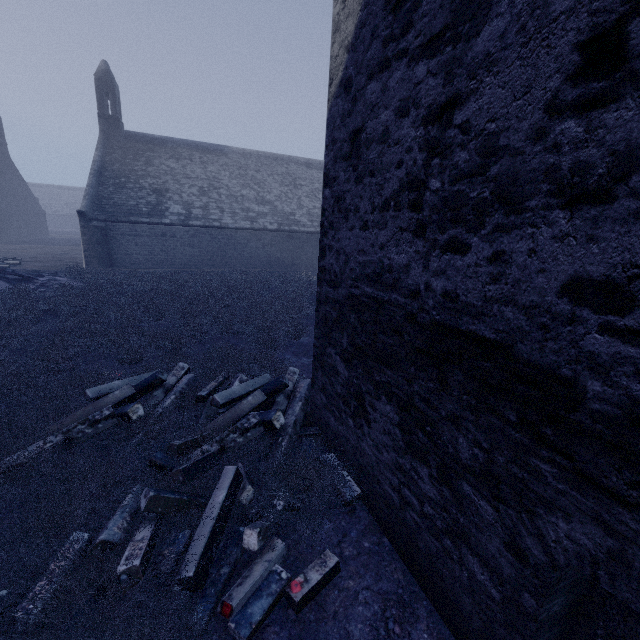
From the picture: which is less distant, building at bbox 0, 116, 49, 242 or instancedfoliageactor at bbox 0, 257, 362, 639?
instancedfoliageactor at bbox 0, 257, 362, 639

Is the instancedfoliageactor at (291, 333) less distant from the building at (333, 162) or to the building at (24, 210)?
the building at (333, 162)

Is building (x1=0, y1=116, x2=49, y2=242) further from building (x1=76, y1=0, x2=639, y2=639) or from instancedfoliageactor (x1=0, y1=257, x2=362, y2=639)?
instancedfoliageactor (x1=0, y1=257, x2=362, y2=639)

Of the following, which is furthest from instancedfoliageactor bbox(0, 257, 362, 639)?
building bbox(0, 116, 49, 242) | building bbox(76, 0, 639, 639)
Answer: building bbox(0, 116, 49, 242)

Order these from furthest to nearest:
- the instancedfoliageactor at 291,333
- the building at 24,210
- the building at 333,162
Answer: the building at 24,210 → the instancedfoliageactor at 291,333 → the building at 333,162

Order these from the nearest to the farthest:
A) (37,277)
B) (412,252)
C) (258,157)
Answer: (412,252) < (37,277) < (258,157)

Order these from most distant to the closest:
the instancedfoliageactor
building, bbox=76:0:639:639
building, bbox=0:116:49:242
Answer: building, bbox=0:116:49:242 < the instancedfoliageactor < building, bbox=76:0:639:639
